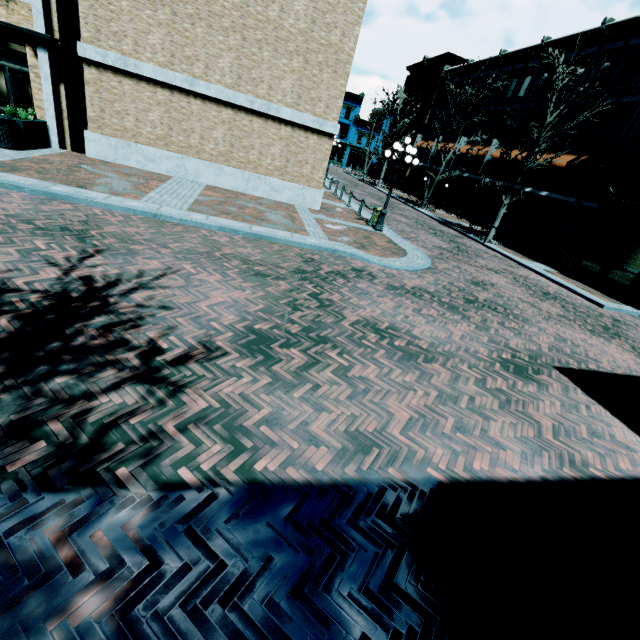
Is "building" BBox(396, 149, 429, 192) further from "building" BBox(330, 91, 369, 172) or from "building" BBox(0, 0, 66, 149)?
"building" BBox(330, 91, 369, 172)

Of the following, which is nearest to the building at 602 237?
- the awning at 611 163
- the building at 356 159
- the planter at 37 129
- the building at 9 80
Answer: the awning at 611 163

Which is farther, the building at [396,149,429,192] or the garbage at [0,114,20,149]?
the building at [396,149,429,192]

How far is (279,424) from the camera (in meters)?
3.55

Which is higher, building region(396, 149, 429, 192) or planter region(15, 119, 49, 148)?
building region(396, 149, 429, 192)

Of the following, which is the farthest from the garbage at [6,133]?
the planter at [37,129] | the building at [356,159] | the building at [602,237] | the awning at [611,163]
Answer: the building at [356,159]

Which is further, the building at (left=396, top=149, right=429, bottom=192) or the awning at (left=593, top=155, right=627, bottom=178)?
the building at (left=396, top=149, right=429, bottom=192)

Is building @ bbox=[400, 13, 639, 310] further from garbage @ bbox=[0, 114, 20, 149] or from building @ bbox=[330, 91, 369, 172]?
garbage @ bbox=[0, 114, 20, 149]
